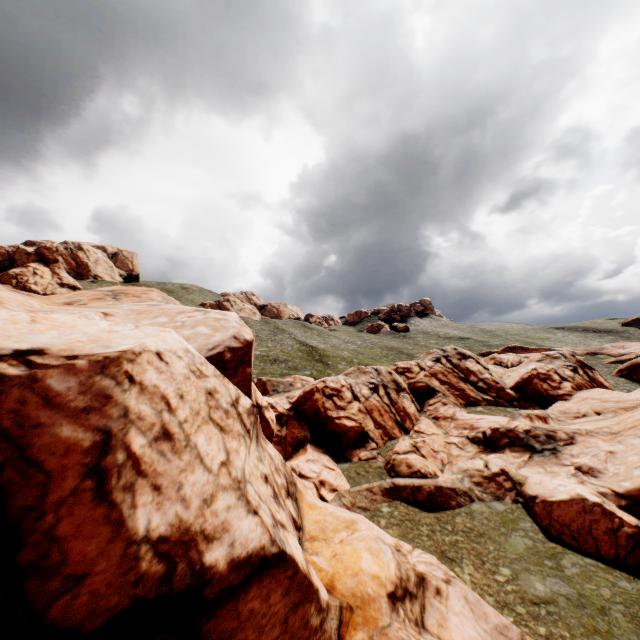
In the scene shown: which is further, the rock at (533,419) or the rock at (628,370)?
the rock at (628,370)

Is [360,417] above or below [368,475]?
above

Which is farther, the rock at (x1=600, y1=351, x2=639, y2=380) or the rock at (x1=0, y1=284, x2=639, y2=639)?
the rock at (x1=600, y1=351, x2=639, y2=380)
